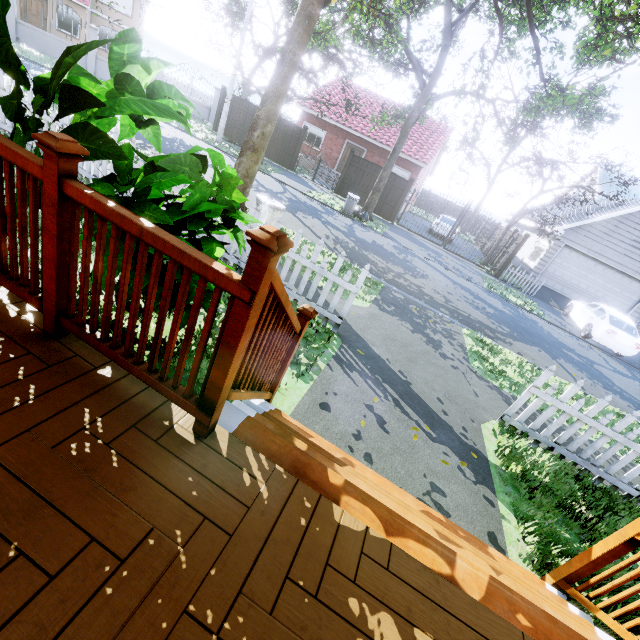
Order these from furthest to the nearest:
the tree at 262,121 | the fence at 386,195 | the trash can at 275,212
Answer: the fence at 386,195
the tree at 262,121
the trash can at 275,212

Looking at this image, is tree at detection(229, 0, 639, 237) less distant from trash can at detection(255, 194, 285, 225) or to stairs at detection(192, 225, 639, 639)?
trash can at detection(255, 194, 285, 225)

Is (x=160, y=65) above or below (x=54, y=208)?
above

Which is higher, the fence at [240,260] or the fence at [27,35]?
the fence at [27,35]

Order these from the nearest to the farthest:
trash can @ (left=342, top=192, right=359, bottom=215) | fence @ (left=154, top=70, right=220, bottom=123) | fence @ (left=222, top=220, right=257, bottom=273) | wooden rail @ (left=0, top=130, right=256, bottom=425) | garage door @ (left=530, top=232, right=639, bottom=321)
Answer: wooden rail @ (left=0, top=130, right=256, bottom=425) < fence @ (left=222, top=220, right=257, bottom=273) < trash can @ (left=342, top=192, right=359, bottom=215) < garage door @ (left=530, top=232, right=639, bottom=321) < fence @ (left=154, top=70, right=220, bottom=123)

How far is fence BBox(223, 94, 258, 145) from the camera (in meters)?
19.59

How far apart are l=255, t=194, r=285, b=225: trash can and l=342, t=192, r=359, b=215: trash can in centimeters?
907cm

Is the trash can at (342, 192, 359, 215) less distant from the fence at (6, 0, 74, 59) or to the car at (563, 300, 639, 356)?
the fence at (6, 0, 74, 59)
